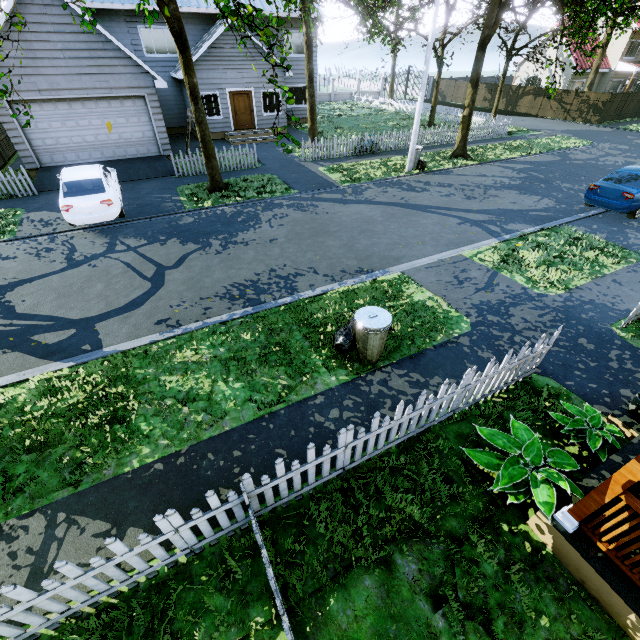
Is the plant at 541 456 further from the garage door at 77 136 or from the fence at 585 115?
the garage door at 77 136

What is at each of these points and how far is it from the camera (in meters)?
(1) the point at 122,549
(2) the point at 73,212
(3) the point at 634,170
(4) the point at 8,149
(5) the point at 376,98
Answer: Result:
(1) fence, 3.02
(2) car, 10.23
(3) car, 11.65
(4) fence, 17.56
(5) fence, 38.62

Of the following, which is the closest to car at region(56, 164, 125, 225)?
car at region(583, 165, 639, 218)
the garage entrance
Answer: the garage entrance

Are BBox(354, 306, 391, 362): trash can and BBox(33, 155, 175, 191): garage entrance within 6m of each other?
no

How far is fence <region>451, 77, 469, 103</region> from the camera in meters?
36.9 m

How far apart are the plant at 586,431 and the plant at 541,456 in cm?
41

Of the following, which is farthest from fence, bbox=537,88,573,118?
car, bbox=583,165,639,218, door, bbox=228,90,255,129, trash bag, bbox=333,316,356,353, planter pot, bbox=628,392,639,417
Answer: car, bbox=583,165,639,218

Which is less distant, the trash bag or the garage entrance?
the trash bag
